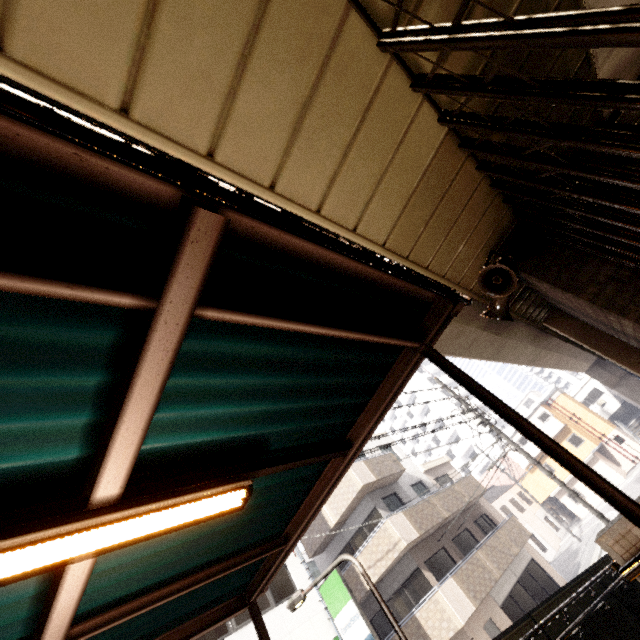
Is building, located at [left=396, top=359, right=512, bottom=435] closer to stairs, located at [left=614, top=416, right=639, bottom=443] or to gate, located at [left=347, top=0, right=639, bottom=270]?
stairs, located at [left=614, top=416, right=639, bottom=443]

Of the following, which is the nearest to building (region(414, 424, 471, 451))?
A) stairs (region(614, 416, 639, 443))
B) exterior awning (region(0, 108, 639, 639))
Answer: stairs (region(614, 416, 639, 443))

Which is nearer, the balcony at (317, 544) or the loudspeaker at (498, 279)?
the loudspeaker at (498, 279)

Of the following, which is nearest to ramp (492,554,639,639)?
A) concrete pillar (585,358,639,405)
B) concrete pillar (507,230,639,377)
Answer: concrete pillar (507,230,639,377)

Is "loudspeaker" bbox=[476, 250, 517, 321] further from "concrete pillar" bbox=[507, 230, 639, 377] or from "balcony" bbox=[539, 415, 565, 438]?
"balcony" bbox=[539, 415, 565, 438]

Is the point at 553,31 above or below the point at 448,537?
below

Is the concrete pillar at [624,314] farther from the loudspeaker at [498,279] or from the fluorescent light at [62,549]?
the fluorescent light at [62,549]

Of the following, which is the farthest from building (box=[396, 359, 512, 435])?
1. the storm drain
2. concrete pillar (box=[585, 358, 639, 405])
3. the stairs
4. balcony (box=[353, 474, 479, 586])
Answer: the storm drain
